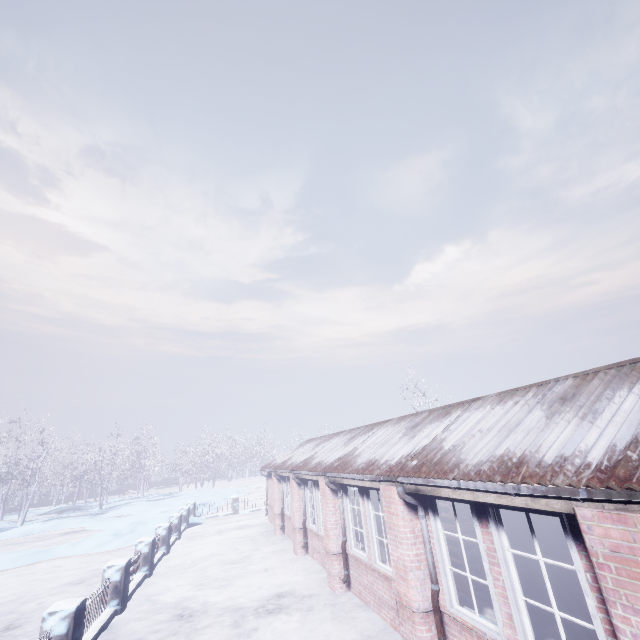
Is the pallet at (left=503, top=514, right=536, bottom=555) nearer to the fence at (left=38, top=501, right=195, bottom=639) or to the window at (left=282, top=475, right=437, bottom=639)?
the window at (left=282, top=475, right=437, bottom=639)

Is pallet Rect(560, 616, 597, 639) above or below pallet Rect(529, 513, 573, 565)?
below

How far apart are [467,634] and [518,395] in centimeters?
308cm

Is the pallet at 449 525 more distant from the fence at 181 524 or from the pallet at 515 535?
the fence at 181 524

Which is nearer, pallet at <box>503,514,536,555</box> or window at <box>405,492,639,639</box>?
window at <box>405,492,639,639</box>

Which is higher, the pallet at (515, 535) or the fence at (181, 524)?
the pallet at (515, 535)
